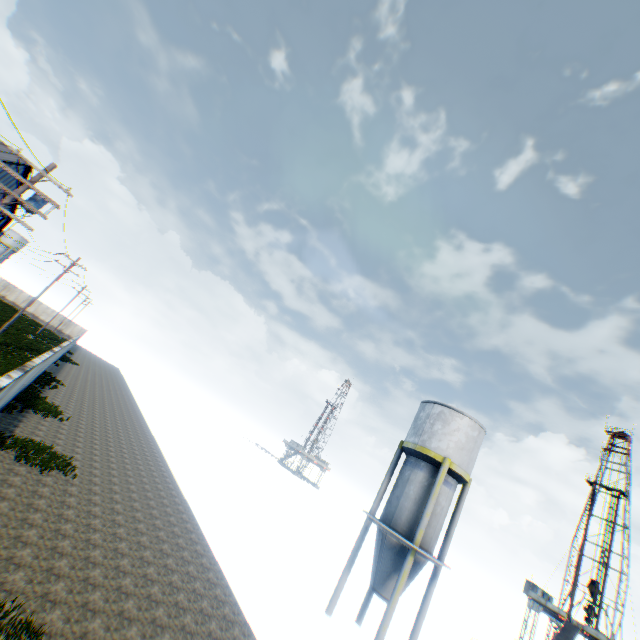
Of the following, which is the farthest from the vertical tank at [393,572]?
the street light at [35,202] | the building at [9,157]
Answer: the building at [9,157]

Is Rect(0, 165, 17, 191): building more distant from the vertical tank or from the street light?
the vertical tank

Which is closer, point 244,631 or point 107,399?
point 244,631

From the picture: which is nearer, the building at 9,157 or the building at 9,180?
the building at 9,157

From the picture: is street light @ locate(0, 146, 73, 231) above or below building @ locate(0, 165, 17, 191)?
below

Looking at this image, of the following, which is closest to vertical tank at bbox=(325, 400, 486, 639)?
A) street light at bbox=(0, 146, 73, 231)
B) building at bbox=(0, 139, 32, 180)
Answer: street light at bbox=(0, 146, 73, 231)
